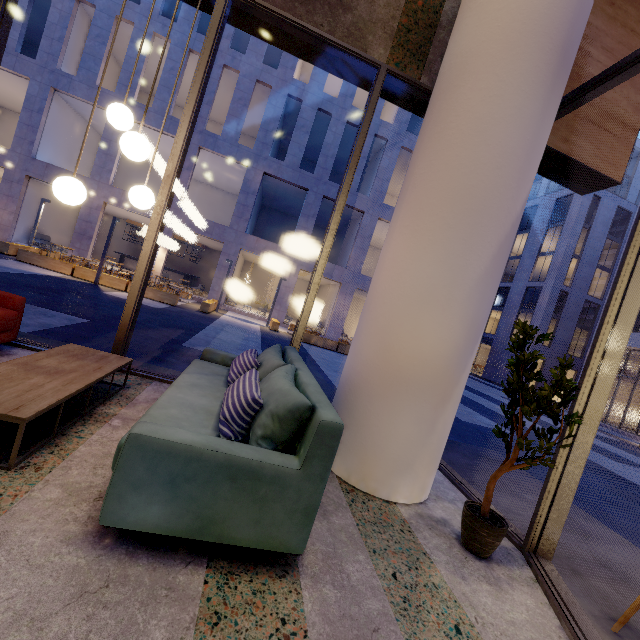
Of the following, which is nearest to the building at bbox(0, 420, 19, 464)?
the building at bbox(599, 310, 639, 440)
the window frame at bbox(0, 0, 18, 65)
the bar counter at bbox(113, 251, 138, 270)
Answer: the window frame at bbox(0, 0, 18, 65)

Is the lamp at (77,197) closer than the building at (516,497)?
Yes

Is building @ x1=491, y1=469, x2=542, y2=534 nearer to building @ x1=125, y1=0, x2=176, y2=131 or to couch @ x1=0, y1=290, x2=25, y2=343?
couch @ x1=0, y1=290, x2=25, y2=343

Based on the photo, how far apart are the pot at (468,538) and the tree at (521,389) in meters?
0.1 m

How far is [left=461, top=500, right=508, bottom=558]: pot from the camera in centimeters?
235cm

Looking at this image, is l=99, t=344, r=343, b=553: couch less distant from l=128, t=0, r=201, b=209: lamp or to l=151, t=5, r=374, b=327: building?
l=128, t=0, r=201, b=209: lamp

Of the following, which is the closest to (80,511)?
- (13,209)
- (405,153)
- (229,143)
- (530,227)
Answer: (229,143)

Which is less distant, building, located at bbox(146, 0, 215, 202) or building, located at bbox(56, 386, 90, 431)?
building, located at bbox(56, 386, 90, 431)
